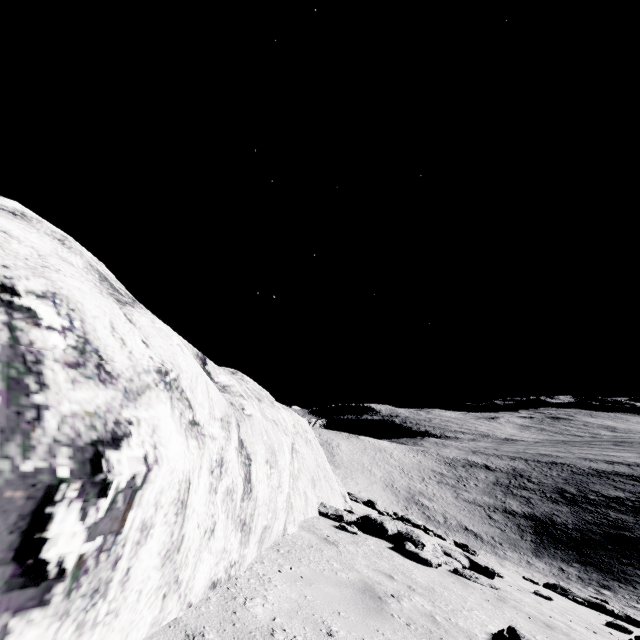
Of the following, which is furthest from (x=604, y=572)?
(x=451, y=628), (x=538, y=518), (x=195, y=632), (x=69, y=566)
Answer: (x=69, y=566)

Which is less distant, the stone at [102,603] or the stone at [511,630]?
the stone at [102,603]

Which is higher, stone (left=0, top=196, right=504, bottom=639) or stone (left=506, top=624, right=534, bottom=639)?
stone (left=0, top=196, right=504, bottom=639)

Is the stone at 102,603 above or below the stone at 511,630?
above

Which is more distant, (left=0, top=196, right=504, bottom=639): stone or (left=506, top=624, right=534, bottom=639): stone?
(left=506, top=624, right=534, bottom=639): stone
